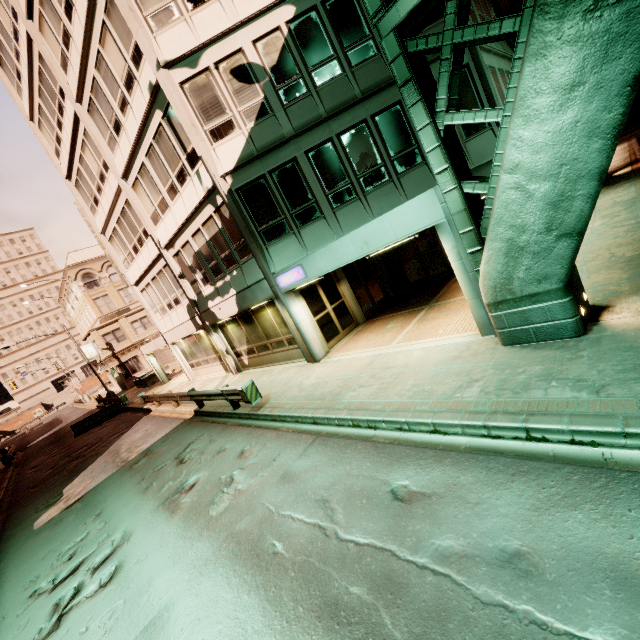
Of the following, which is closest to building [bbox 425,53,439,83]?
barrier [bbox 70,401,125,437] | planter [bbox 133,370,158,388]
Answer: barrier [bbox 70,401,125,437]

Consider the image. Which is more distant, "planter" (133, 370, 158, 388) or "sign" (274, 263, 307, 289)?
"planter" (133, 370, 158, 388)

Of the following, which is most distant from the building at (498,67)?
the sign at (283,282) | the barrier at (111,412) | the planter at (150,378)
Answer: the planter at (150,378)

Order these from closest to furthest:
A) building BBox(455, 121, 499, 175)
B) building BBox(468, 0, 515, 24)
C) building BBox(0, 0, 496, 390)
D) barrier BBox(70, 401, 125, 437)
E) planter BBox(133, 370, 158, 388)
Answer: building BBox(455, 121, 499, 175) < building BBox(0, 0, 496, 390) < building BBox(468, 0, 515, 24) < barrier BBox(70, 401, 125, 437) < planter BBox(133, 370, 158, 388)

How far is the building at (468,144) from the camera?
8.9m

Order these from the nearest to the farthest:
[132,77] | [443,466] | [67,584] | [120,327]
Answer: [443,466] → [67,584] → [132,77] → [120,327]

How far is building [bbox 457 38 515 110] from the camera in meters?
10.8 m

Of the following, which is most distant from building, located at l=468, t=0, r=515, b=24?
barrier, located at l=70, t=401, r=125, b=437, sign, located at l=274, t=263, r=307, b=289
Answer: barrier, located at l=70, t=401, r=125, b=437
